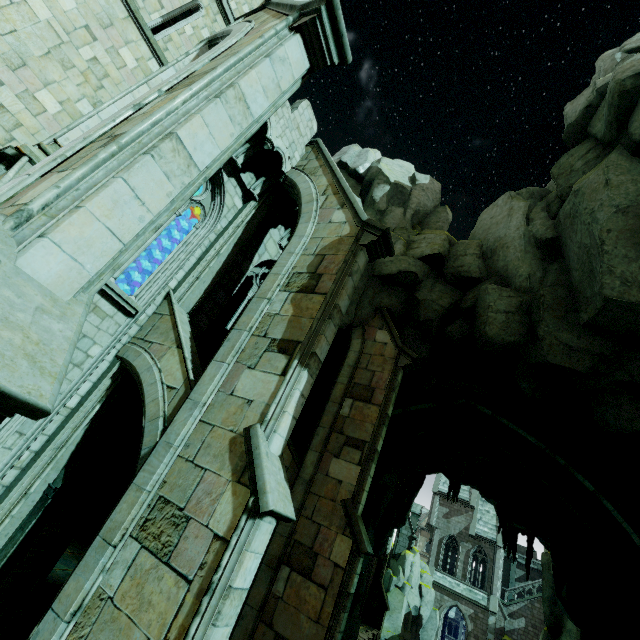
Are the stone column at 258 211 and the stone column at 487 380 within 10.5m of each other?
yes

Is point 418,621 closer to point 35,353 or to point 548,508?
point 548,508

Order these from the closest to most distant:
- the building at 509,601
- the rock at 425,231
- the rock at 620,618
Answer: the rock at 425,231
the rock at 620,618
the building at 509,601

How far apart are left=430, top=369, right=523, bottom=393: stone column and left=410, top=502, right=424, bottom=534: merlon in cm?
3305

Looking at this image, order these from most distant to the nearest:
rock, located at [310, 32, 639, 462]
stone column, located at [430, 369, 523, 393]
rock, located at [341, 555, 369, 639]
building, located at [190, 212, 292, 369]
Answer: rock, located at [341, 555, 369, 639]
stone column, located at [430, 369, 523, 393]
building, located at [190, 212, 292, 369]
rock, located at [310, 32, 639, 462]

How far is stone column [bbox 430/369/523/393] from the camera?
13.2 meters

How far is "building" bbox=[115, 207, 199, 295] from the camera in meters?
11.6 m

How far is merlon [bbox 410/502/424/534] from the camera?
38.8 meters
